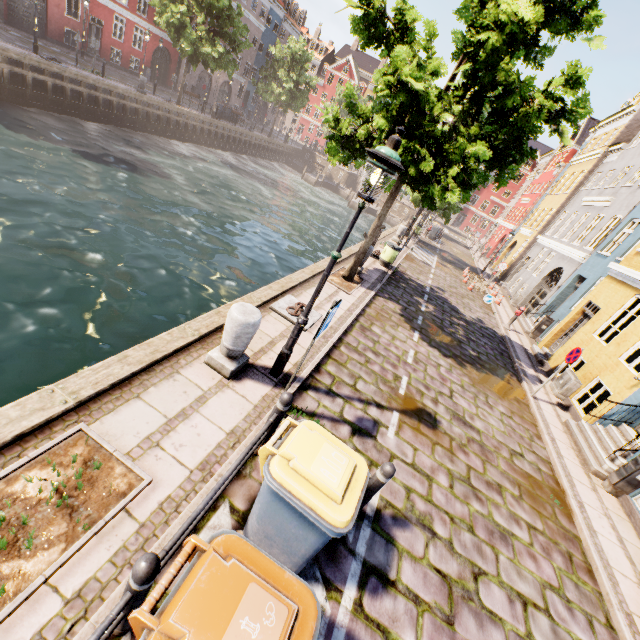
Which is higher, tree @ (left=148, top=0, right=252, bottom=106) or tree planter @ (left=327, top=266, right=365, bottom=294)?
tree @ (left=148, top=0, right=252, bottom=106)

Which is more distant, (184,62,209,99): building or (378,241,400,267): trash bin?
(184,62,209,99): building

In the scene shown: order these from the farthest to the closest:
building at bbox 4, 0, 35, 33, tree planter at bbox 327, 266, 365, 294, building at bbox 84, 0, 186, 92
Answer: building at bbox 84, 0, 186, 92 < building at bbox 4, 0, 35, 33 < tree planter at bbox 327, 266, 365, 294

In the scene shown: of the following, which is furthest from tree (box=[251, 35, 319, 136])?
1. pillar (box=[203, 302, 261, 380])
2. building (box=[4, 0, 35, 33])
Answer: pillar (box=[203, 302, 261, 380])

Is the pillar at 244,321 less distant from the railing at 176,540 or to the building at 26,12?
the railing at 176,540

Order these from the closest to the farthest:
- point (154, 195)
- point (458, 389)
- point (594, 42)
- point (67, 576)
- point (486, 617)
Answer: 1. point (67, 576)
2. point (486, 617)
3. point (594, 42)
4. point (458, 389)
5. point (154, 195)

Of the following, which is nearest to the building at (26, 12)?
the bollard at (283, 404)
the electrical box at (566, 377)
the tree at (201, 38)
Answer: the tree at (201, 38)

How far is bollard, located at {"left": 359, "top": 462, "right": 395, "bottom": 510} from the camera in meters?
3.5
